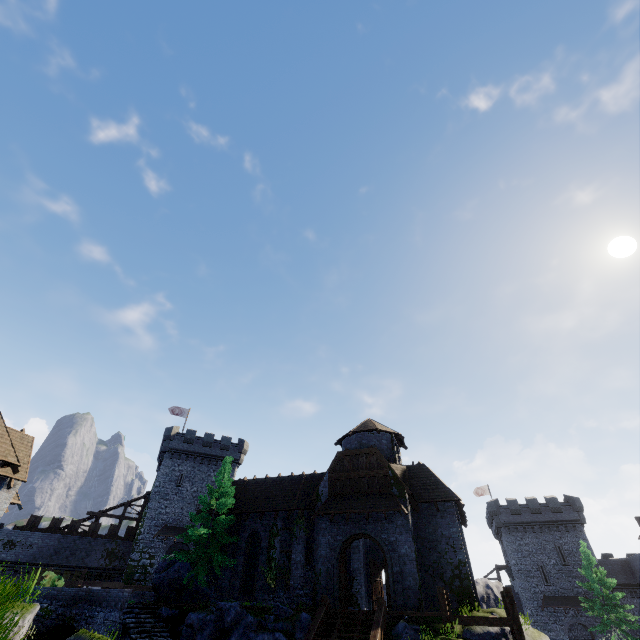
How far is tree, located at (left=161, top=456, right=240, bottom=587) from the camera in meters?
22.2

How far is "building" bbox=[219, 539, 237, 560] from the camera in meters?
25.0

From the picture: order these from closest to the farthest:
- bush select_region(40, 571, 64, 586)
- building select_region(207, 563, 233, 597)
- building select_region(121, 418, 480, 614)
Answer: bush select_region(40, 571, 64, 586)
building select_region(121, 418, 480, 614)
building select_region(207, 563, 233, 597)

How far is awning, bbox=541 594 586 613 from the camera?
38.2m

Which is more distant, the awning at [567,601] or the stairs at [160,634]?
the awning at [567,601]

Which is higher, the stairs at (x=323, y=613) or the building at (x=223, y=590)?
the building at (x=223, y=590)

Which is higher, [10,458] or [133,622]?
[10,458]

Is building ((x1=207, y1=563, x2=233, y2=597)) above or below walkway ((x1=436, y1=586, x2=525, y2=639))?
above
